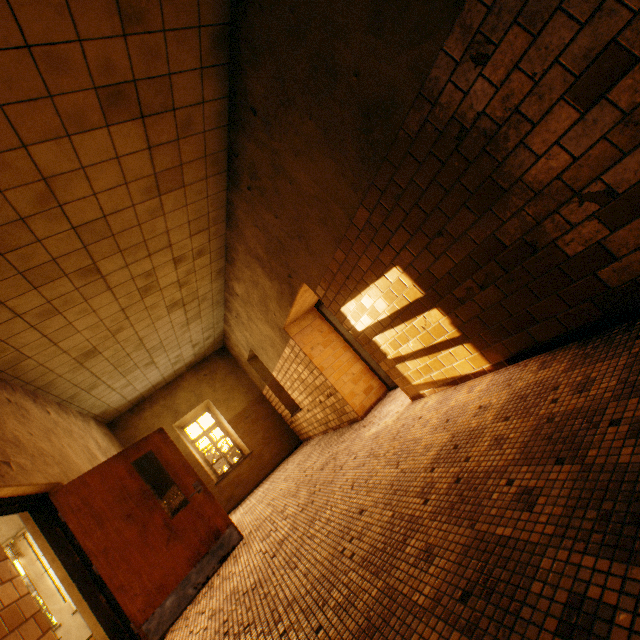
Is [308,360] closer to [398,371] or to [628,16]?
[398,371]
